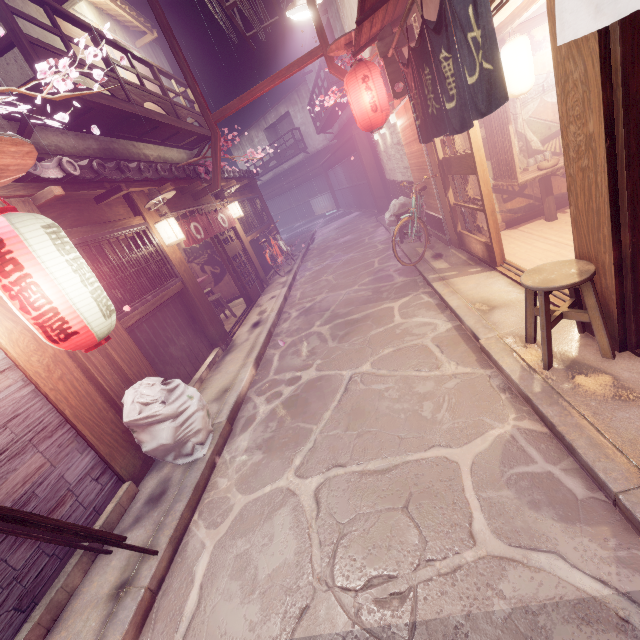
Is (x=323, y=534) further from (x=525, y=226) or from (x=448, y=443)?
(x=525, y=226)

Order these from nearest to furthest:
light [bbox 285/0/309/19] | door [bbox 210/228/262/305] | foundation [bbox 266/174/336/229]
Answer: light [bbox 285/0/309/19]
door [bbox 210/228/262/305]
foundation [bbox 266/174/336/229]

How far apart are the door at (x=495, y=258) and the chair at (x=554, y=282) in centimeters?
354cm

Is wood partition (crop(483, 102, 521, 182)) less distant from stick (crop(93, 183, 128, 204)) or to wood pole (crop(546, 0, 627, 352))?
wood pole (crop(546, 0, 627, 352))

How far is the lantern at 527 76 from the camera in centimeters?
707cm

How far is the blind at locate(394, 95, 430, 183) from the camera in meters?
11.0 m

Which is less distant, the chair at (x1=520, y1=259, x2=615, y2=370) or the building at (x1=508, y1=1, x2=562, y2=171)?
the chair at (x1=520, y1=259, x2=615, y2=370)

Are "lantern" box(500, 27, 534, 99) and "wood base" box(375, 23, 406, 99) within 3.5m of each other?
yes
